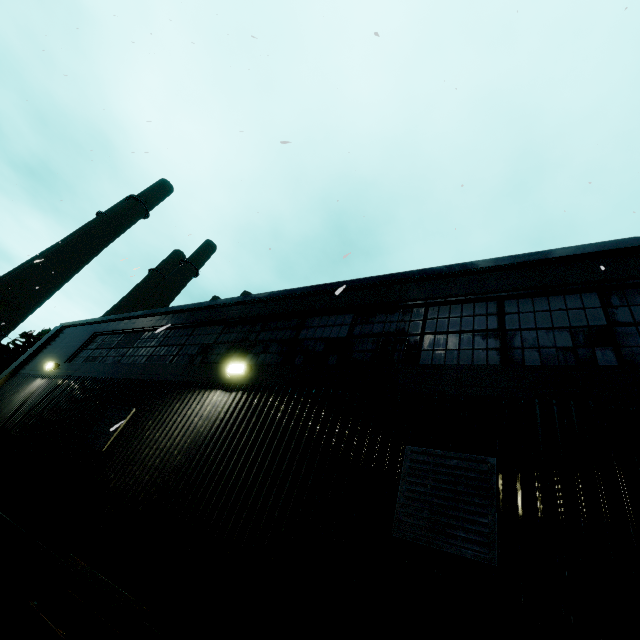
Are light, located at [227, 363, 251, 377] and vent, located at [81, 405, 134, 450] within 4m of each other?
yes

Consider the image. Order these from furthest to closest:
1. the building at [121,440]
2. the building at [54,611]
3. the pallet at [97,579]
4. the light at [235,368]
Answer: the light at [235,368]
the building at [54,611]
the pallet at [97,579]
the building at [121,440]

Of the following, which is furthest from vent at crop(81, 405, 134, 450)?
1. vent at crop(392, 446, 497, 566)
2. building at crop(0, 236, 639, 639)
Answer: vent at crop(392, 446, 497, 566)

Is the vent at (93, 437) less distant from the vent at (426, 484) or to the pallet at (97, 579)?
the pallet at (97, 579)

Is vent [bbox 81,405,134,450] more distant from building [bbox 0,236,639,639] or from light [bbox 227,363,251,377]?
light [bbox 227,363,251,377]

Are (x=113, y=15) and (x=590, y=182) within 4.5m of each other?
no

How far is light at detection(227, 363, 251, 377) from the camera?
6.5 meters
